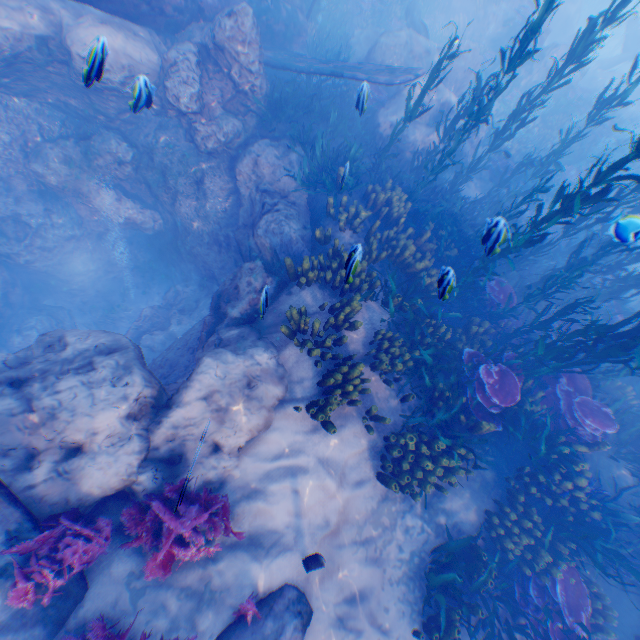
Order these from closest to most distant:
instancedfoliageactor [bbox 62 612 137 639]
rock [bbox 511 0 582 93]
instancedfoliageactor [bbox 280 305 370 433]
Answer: instancedfoliageactor [bbox 62 612 137 639], instancedfoliageactor [bbox 280 305 370 433], rock [bbox 511 0 582 93]

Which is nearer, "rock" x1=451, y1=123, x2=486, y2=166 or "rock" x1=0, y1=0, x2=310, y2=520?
"rock" x1=0, y1=0, x2=310, y2=520

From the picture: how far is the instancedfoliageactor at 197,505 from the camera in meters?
4.7

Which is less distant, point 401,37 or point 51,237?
point 51,237

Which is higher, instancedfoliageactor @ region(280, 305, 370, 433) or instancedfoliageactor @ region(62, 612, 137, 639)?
instancedfoliageactor @ region(280, 305, 370, 433)

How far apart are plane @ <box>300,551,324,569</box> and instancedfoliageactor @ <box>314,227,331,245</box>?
6.36m

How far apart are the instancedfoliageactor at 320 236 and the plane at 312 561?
6.4 meters

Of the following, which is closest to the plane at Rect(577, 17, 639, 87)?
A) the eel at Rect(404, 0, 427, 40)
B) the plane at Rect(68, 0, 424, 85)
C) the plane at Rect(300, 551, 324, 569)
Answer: the eel at Rect(404, 0, 427, 40)
